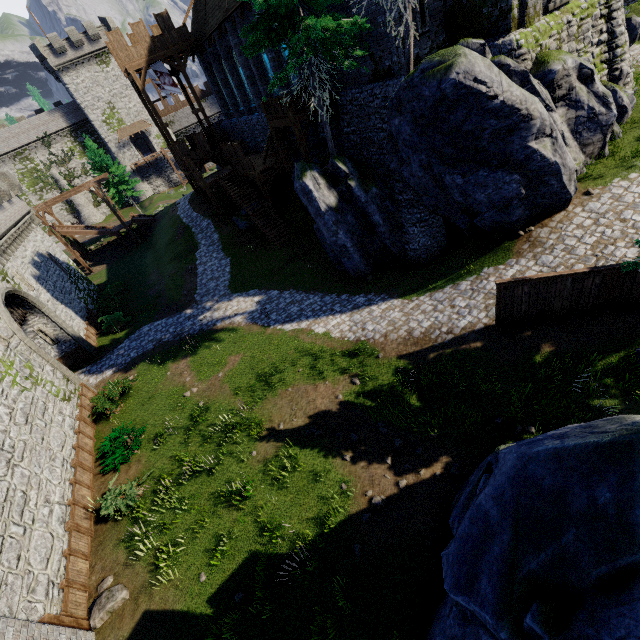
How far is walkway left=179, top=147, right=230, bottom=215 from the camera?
27.7m

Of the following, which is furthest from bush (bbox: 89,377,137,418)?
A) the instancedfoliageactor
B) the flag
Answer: the instancedfoliageactor

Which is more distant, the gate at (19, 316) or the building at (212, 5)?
the building at (212, 5)

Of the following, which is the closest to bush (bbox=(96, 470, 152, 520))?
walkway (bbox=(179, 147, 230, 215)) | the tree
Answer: the tree

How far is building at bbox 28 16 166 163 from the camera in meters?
45.3

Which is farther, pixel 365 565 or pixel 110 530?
pixel 110 530

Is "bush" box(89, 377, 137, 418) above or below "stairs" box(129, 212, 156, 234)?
below

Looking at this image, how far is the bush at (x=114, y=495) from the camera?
11.51m
